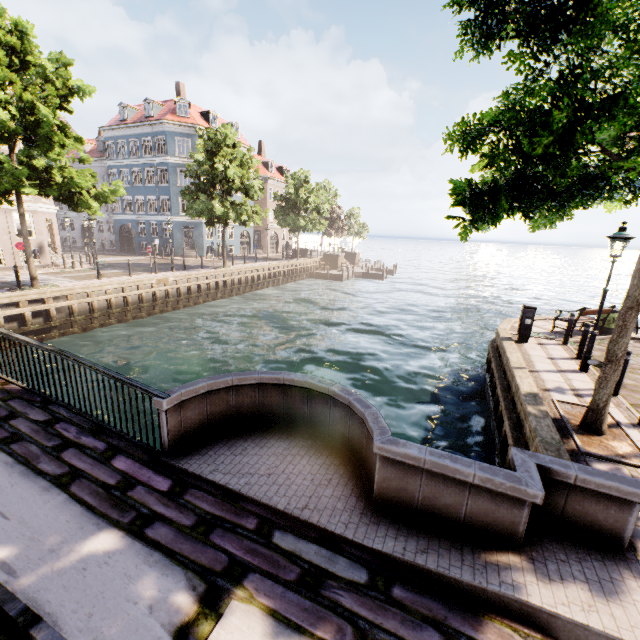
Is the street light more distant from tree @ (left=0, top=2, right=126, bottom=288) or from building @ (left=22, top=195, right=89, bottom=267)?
building @ (left=22, top=195, right=89, bottom=267)

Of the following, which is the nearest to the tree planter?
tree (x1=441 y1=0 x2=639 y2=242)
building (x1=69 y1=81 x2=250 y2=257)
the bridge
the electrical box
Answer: → tree (x1=441 y1=0 x2=639 y2=242)

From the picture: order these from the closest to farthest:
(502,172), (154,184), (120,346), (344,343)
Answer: (502,172), (120,346), (344,343), (154,184)

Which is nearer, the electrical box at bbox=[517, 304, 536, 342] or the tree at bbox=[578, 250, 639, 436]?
the tree at bbox=[578, 250, 639, 436]

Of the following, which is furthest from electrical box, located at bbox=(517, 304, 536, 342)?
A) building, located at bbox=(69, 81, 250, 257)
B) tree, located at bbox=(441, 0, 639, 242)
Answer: building, located at bbox=(69, 81, 250, 257)

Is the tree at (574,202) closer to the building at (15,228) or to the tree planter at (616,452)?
the tree planter at (616,452)

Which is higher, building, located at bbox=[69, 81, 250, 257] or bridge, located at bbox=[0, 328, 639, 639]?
building, located at bbox=[69, 81, 250, 257]

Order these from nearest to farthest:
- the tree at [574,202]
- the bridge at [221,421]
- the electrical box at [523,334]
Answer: the bridge at [221,421]
the tree at [574,202]
the electrical box at [523,334]
